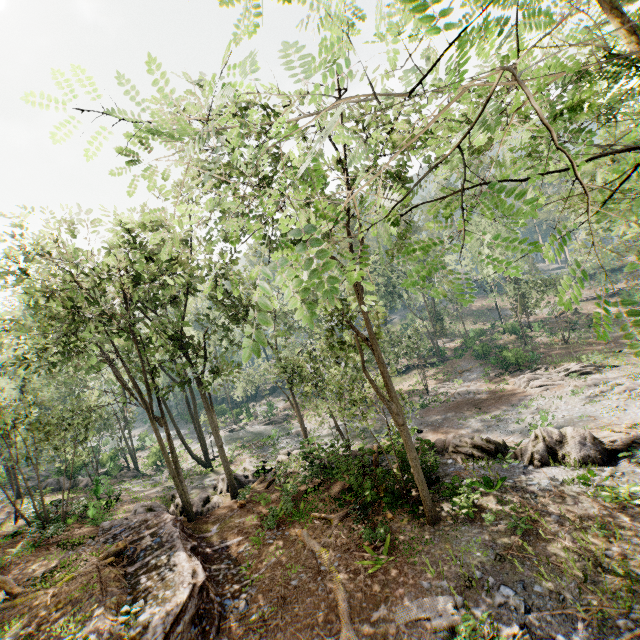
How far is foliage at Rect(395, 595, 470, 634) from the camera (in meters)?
9.08

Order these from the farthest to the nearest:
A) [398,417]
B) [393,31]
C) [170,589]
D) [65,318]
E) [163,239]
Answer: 1. [65,318]
2. [163,239]
3. [398,417]
4. [170,589]
5. [393,31]

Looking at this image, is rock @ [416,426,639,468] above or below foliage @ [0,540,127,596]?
below

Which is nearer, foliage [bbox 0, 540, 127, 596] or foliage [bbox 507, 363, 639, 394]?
foliage [bbox 0, 540, 127, 596]

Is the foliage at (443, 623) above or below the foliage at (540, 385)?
above

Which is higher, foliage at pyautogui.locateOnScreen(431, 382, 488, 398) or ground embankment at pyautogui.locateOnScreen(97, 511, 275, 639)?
ground embankment at pyautogui.locateOnScreen(97, 511, 275, 639)

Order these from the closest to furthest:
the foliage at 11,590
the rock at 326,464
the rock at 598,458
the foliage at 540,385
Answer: the foliage at 11,590, the rock at 598,458, the rock at 326,464, the foliage at 540,385

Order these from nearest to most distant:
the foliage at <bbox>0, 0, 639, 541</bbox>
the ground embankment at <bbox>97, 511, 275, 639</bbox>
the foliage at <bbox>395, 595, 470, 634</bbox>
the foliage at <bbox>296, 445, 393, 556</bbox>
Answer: the foliage at <bbox>0, 0, 639, 541</bbox> → the foliage at <bbox>395, 595, 470, 634</bbox> → the ground embankment at <bbox>97, 511, 275, 639</bbox> → the foliage at <bbox>296, 445, 393, 556</bbox>
